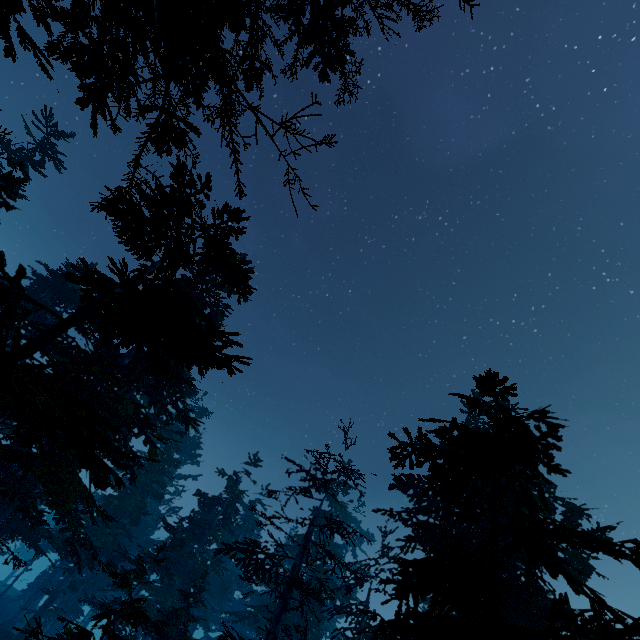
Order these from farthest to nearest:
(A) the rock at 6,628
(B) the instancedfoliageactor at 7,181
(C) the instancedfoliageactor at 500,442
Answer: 1. (A) the rock at 6,628
2. (B) the instancedfoliageactor at 7,181
3. (C) the instancedfoliageactor at 500,442

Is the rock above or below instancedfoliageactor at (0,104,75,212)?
below

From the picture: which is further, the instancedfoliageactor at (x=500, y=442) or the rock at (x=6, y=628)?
the rock at (x=6, y=628)

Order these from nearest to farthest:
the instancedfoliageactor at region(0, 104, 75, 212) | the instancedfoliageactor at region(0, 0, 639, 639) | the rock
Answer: the instancedfoliageactor at region(0, 0, 639, 639)
the instancedfoliageactor at region(0, 104, 75, 212)
the rock

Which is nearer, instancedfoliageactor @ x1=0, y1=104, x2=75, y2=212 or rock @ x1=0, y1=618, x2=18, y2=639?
instancedfoliageactor @ x1=0, y1=104, x2=75, y2=212

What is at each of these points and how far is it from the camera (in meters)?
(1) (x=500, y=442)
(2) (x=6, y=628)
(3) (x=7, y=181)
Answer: (1) instancedfoliageactor, 3.50
(2) rock, 23.89
(3) instancedfoliageactor, 12.30
